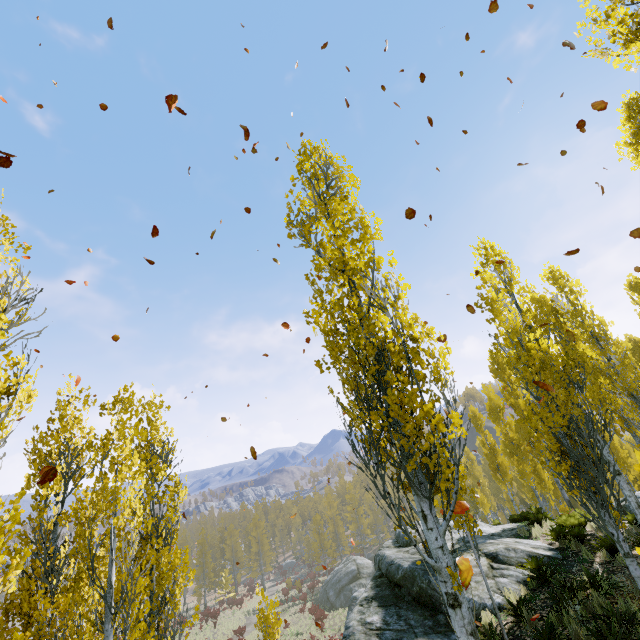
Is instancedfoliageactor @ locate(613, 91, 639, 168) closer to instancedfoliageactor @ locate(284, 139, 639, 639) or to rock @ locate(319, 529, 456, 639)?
instancedfoliageactor @ locate(284, 139, 639, 639)

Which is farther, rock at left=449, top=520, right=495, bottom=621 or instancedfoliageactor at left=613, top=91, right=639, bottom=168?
instancedfoliageactor at left=613, top=91, right=639, bottom=168

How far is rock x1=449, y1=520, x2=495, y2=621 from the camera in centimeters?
857cm

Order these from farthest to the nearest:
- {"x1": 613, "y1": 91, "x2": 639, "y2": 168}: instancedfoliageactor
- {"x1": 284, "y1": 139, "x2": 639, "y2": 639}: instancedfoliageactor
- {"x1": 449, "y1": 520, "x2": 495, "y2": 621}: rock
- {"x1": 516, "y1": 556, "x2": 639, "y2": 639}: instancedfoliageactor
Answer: {"x1": 613, "y1": 91, "x2": 639, "y2": 168}: instancedfoliageactor, {"x1": 449, "y1": 520, "x2": 495, "y2": 621}: rock, {"x1": 516, "y1": 556, "x2": 639, "y2": 639}: instancedfoliageactor, {"x1": 284, "y1": 139, "x2": 639, "y2": 639}: instancedfoliageactor

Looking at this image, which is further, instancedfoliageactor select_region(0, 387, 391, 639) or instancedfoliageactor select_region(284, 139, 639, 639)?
instancedfoliageactor select_region(0, 387, 391, 639)

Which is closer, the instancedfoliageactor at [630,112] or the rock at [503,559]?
the rock at [503,559]

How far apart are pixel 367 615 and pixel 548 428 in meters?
7.8

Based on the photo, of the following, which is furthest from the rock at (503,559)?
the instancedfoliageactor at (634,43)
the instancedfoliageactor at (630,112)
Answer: the instancedfoliageactor at (630,112)
